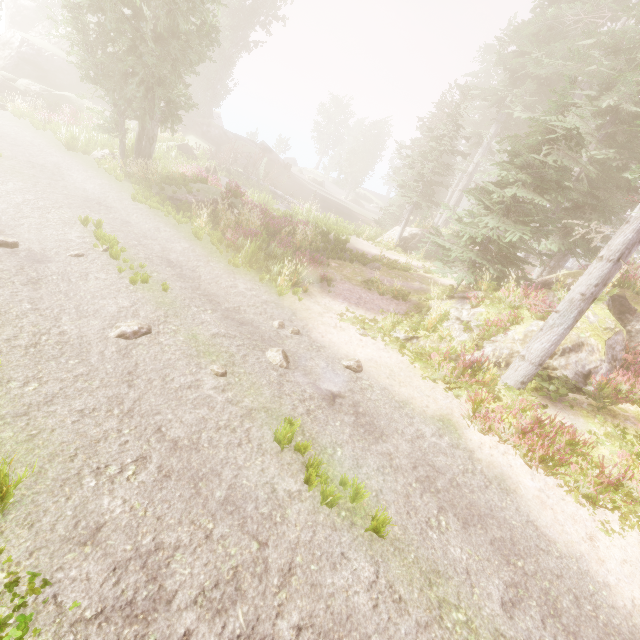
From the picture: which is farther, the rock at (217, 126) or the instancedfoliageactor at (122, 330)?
the rock at (217, 126)

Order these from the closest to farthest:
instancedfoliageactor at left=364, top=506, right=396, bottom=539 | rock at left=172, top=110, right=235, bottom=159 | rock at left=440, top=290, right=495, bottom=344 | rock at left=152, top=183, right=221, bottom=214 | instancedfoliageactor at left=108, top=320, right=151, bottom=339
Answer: instancedfoliageactor at left=364, top=506, right=396, bottom=539, instancedfoliageactor at left=108, top=320, right=151, bottom=339, rock at left=440, top=290, right=495, bottom=344, rock at left=152, top=183, right=221, bottom=214, rock at left=172, top=110, right=235, bottom=159

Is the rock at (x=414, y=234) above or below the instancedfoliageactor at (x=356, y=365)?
above

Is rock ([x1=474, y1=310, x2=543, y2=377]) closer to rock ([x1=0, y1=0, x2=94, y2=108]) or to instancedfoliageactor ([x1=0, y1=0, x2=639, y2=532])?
instancedfoliageactor ([x1=0, y1=0, x2=639, y2=532])

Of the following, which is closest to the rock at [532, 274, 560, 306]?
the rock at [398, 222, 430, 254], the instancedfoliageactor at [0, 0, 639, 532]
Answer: the instancedfoliageactor at [0, 0, 639, 532]

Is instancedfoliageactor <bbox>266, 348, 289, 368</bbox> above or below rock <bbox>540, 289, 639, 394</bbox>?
below

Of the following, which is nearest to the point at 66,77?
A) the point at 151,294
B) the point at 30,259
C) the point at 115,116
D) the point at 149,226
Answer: the point at 115,116

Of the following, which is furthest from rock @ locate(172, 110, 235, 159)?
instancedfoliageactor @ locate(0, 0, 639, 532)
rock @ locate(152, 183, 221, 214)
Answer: rock @ locate(152, 183, 221, 214)
